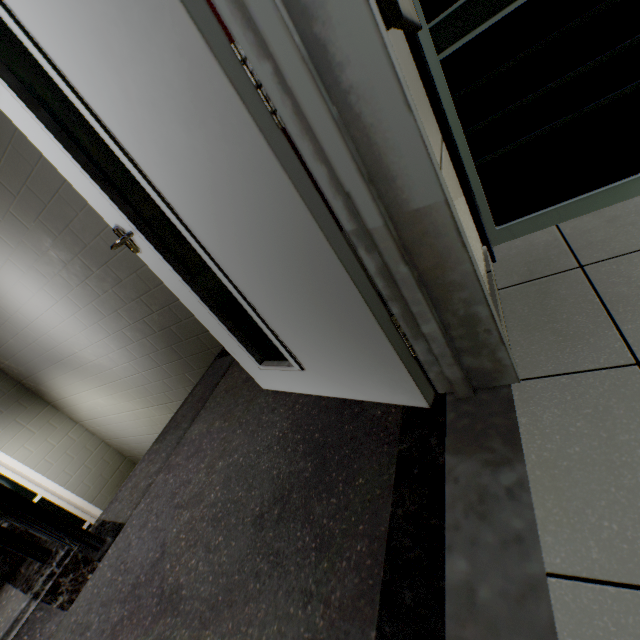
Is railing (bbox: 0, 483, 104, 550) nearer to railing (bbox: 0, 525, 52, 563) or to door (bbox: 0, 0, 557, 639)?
railing (bbox: 0, 525, 52, 563)

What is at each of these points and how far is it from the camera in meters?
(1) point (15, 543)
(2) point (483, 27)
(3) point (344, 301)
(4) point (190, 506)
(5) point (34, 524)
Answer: (1) railing, 1.3
(2) doorway, 1.2
(3) door, 0.9
(4) stairs, 1.4
(5) railing, 1.8

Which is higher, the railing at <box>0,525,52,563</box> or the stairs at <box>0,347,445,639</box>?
the railing at <box>0,525,52,563</box>

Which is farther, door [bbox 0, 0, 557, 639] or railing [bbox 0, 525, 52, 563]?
railing [bbox 0, 525, 52, 563]

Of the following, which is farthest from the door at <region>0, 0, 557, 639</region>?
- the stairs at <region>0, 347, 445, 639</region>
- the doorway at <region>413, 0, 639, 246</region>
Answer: the doorway at <region>413, 0, 639, 246</region>

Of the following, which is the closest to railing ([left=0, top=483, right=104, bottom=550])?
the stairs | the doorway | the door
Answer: the stairs

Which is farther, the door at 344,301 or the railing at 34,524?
the railing at 34,524

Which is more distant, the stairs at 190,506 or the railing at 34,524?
the railing at 34,524
